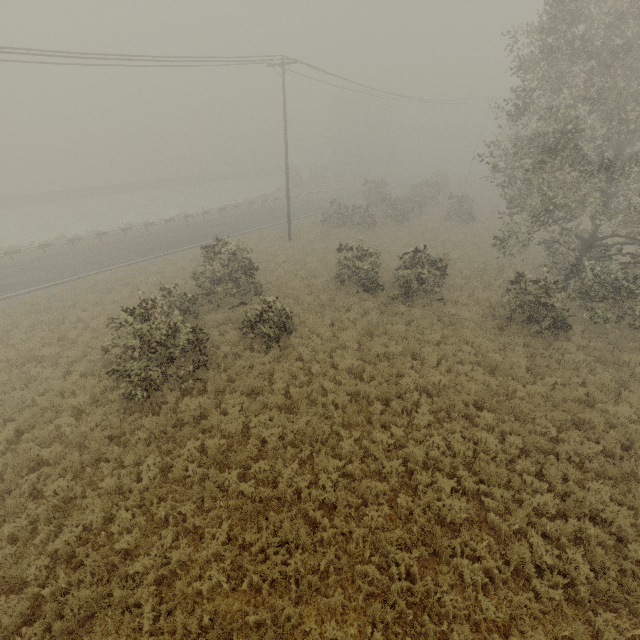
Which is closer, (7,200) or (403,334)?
(403,334)
